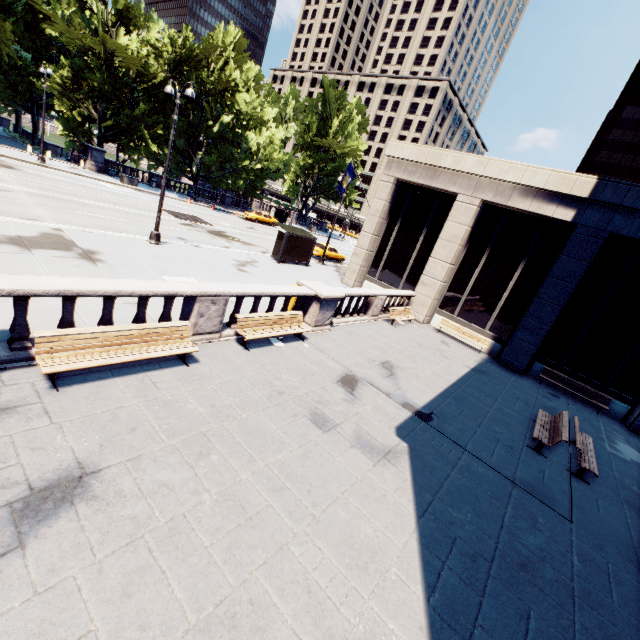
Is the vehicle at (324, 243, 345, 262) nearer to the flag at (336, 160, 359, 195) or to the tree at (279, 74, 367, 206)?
the flag at (336, 160, 359, 195)

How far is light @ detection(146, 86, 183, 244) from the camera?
14.68m

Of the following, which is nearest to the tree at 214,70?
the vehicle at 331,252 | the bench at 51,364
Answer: the vehicle at 331,252

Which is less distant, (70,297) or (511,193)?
(70,297)

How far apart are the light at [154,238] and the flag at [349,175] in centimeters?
1193cm

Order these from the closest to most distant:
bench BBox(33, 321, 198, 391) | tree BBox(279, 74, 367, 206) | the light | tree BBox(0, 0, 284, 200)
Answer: bench BBox(33, 321, 198, 391), the light, tree BBox(0, 0, 284, 200), tree BBox(279, 74, 367, 206)

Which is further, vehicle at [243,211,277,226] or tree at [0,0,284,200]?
vehicle at [243,211,277,226]

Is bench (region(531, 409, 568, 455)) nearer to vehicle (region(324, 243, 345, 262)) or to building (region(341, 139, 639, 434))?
building (region(341, 139, 639, 434))
